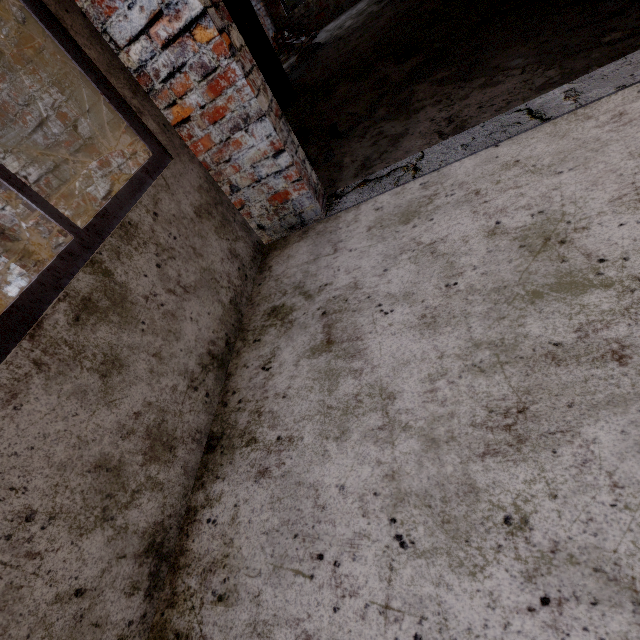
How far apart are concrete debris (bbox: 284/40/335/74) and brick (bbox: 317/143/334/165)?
5.4 meters

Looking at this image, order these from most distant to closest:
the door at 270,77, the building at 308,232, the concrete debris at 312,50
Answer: the concrete debris at 312,50, the door at 270,77, the building at 308,232

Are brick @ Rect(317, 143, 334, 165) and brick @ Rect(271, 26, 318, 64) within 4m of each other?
no

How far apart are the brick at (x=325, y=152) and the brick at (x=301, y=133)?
0.57m

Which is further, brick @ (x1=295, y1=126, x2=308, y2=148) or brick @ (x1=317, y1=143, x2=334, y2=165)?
brick @ (x1=295, y1=126, x2=308, y2=148)

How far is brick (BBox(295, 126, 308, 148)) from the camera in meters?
3.3

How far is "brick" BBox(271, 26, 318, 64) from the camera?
8.3 meters

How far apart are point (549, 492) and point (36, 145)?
3.0m
